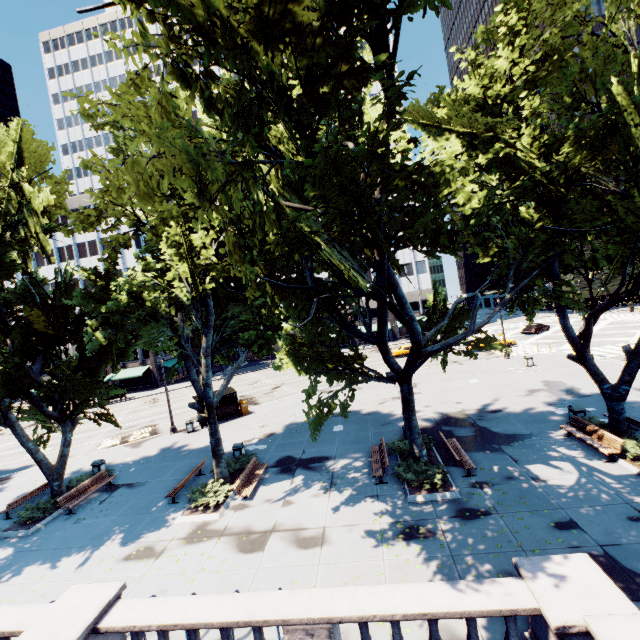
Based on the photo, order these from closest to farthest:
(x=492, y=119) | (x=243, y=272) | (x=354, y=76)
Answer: (x=354, y=76) < (x=243, y=272) < (x=492, y=119)

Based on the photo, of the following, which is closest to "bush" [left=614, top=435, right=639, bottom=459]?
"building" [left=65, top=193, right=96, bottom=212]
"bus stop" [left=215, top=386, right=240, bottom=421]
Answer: "bus stop" [left=215, top=386, right=240, bottom=421]

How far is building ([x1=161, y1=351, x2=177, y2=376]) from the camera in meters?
53.8

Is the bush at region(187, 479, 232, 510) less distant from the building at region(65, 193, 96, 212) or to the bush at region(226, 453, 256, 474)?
the bush at region(226, 453, 256, 474)

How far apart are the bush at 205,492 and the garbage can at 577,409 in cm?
1807

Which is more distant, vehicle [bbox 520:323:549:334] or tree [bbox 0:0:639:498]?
vehicle [bbox 520:323:549:334]

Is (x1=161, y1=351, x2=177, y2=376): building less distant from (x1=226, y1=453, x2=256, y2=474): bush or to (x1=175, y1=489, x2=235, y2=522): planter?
(x1=226, y1=453, x2=256, y2=474): bush

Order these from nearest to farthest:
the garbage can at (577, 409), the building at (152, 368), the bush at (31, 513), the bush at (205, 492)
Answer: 1. the bush at (205, 492)
2. the bush at (31, 513)
3. the garbage can at (577, 409)
4. the building at (152, 368)
